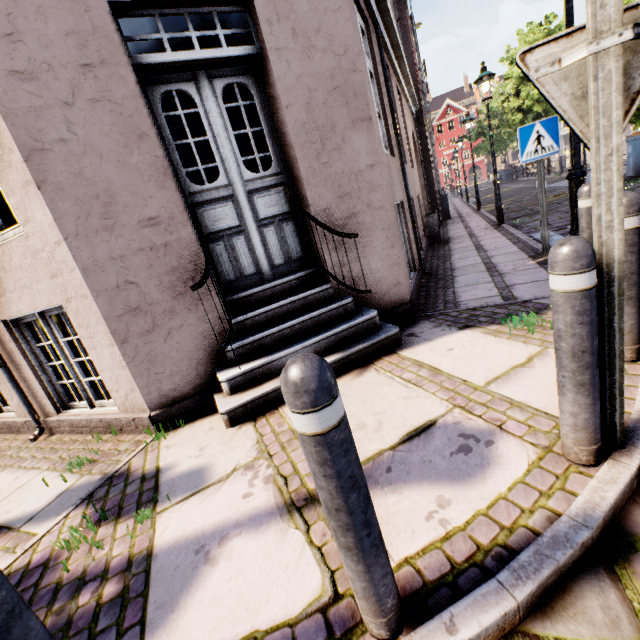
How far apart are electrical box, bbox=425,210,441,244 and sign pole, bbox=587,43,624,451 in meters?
8.1 m

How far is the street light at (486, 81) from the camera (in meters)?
7.90

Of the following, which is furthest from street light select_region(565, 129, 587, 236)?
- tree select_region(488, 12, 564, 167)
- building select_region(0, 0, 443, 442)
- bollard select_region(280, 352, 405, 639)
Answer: bollard select_region(280, 352, 405, 639)

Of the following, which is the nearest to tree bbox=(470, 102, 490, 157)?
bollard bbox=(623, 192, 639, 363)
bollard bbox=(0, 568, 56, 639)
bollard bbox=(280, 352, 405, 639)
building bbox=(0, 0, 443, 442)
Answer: building bbox=(0, 0, 443, 442)

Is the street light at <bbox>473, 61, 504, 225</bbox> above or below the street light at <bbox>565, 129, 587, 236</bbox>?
above

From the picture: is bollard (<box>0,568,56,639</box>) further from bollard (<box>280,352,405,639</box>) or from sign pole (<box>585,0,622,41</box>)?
sign pole (<box>585,0,622,41</box>)

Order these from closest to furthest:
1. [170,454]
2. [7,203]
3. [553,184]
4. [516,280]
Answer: [170,454] < [516,280] < [7,203] < [553,184]

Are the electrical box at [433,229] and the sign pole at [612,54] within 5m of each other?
no
